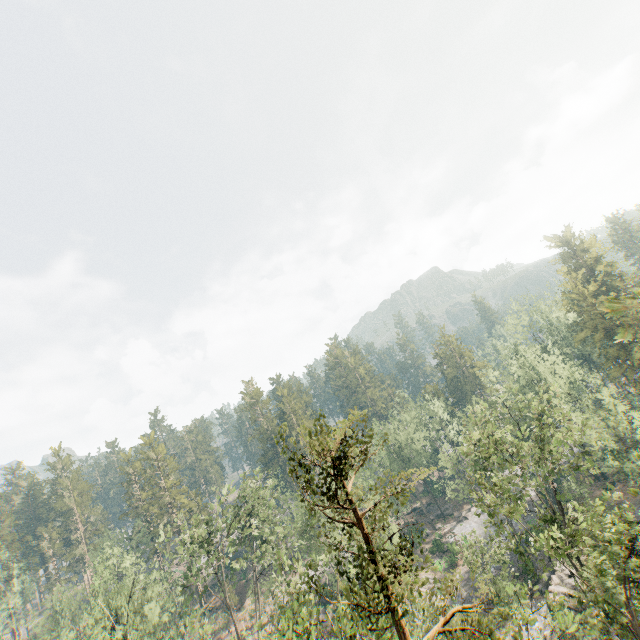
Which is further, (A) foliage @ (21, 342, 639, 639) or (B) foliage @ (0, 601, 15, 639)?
(B) foliage @ (0, 601, 15, 639)

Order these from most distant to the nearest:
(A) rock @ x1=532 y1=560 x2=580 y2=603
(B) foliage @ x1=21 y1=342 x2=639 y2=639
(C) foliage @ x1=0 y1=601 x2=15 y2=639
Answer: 1. (C) foliage @ x1=0 y1=601 x2=15 y2=639
2. (A) rock @ x1=532 y1=560 x2=580 y2=603
3. (B) foliage @ x1=21 y1=342 x2=639 y2=639

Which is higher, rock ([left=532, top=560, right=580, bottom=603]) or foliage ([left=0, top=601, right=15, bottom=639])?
foliage ([left=0, top=601, right=15, bottom=639])

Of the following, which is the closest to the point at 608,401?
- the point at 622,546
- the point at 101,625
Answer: the point at 622,546

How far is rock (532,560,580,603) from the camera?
31.2 meters

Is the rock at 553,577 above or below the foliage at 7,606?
below

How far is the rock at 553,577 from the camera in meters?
31.2 m
